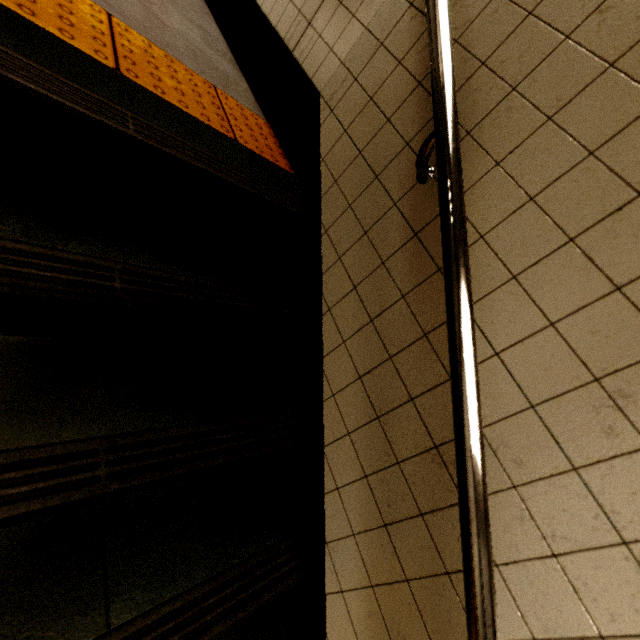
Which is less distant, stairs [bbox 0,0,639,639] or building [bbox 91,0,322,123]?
stairs [bbox 0,0,639,639]

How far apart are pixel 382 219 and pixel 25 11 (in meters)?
1.21

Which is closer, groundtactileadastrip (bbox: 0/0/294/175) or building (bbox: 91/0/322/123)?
groundtactileadastrip (bbox: 0/0/294/175)

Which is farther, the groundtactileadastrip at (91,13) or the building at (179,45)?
the building at (179,45)

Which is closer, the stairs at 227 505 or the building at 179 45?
the stairs at 227 505
